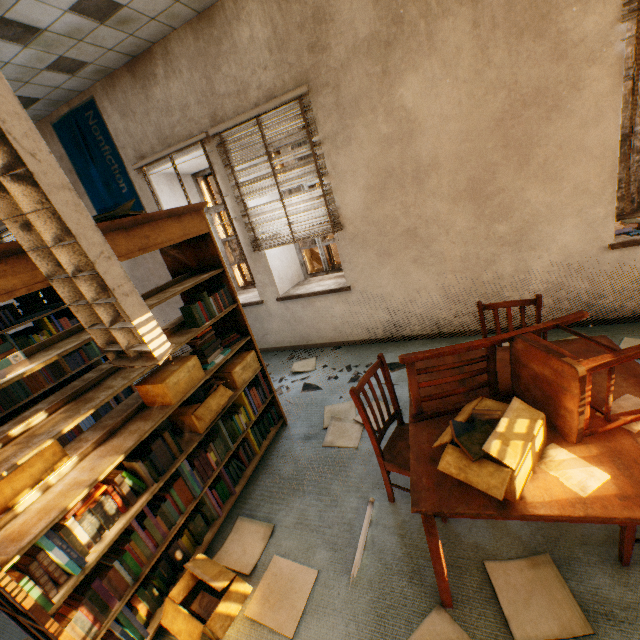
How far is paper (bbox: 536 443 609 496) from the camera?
1.2m

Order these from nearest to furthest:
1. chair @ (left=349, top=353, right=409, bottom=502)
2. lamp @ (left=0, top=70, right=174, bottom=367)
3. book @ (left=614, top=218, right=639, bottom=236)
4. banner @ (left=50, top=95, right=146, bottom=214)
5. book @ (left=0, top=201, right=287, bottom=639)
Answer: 1. lamp @ (left=0, top=70, right=174, bottom=367)
2. book @ (left=0, top=201, right=287, bottom=639)
3. chair @ (left=349, top=353, right=409, bottom=502)
4. book @ (left=614, top=218, right=639, bottom=236)
5. banner @ (left=50, top=95, right=146, bottom=214)

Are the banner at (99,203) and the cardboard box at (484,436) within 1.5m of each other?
no

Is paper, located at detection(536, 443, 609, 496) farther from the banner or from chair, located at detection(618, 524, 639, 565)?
the banner

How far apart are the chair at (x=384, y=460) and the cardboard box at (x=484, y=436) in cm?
11

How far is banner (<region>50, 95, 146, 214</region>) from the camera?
4.3m

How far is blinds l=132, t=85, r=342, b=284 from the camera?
3.4m

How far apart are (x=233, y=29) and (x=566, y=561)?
4.99m
